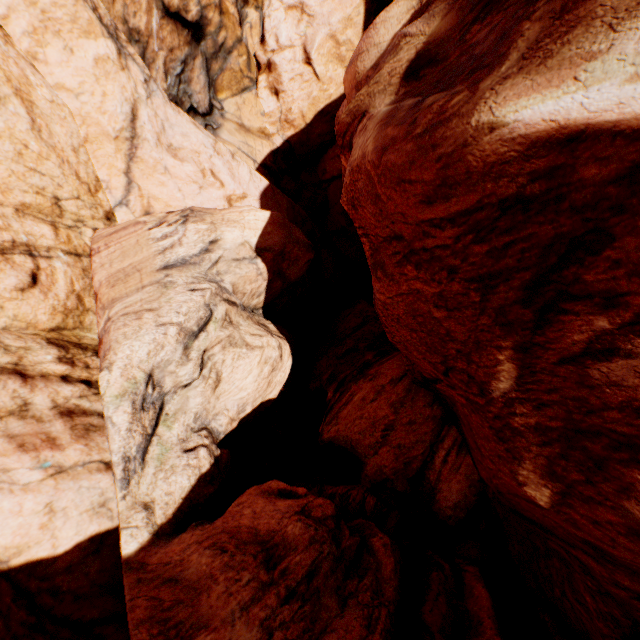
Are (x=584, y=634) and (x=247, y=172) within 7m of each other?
no
